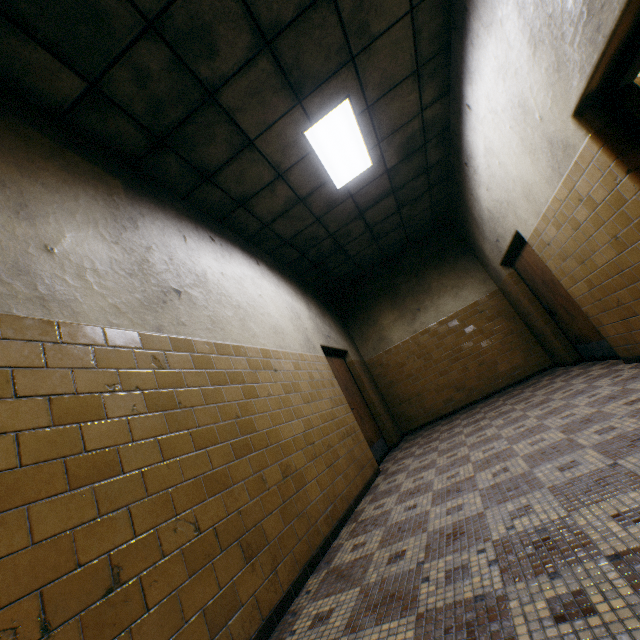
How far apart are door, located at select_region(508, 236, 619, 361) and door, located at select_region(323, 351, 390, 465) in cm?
374

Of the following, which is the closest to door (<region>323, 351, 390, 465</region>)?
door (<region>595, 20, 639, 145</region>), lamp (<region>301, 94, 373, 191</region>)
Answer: lamp (<region>301, 94, 373, 191</region>)

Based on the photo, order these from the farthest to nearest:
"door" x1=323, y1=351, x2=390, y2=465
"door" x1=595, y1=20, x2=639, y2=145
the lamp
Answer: "door" x1=323, y1=351, x2=390, y2=465 → the lamp → "door" x1=595, y1=20, x2=639, y2=145

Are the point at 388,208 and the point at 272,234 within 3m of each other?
yes

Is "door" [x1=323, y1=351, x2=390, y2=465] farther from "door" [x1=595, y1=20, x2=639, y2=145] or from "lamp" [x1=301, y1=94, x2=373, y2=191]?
"door" [x1=595, y1=20, x2=639, y2=145]

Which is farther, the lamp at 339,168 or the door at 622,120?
the lamp at 339,168

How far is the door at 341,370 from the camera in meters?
5.7 m

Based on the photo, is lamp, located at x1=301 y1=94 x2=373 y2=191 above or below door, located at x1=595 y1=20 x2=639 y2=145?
above
